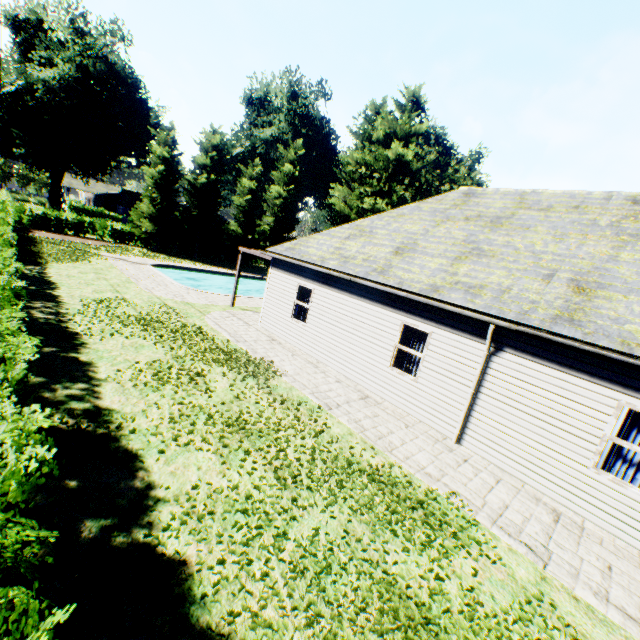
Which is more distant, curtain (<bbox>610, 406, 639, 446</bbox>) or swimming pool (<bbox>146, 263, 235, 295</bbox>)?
swimming pool (<bbox>146, 263, 235, 295</bbox>)

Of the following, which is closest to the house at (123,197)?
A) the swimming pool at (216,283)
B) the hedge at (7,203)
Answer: the hedge at (7,203)

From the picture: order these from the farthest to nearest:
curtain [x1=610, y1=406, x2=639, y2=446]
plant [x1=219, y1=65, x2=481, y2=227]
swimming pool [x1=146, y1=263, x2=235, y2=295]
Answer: plant [x1=219, y1=65, x2=481, y2=227] < swimming pool [x1=146, y1=263, x2=235, y2=295] < curtain [x1=610, y1=406, x2=639, y2=446]

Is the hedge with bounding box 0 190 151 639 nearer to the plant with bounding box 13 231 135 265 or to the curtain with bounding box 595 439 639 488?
the plant with bounding box 13 231 135 265

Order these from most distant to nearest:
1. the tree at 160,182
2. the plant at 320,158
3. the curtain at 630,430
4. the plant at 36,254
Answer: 1. the plant at 320,158
2. the tree at 160,182
3. the plant at 36,254
4. the curtain at 630,430

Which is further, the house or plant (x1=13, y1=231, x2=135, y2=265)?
the house

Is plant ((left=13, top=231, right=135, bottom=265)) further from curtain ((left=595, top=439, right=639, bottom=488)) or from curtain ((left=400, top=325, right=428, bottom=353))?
curtain ((left=595, top=439, right=639, bottom=488))

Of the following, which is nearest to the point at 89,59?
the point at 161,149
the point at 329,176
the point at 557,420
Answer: the point at 161,149
